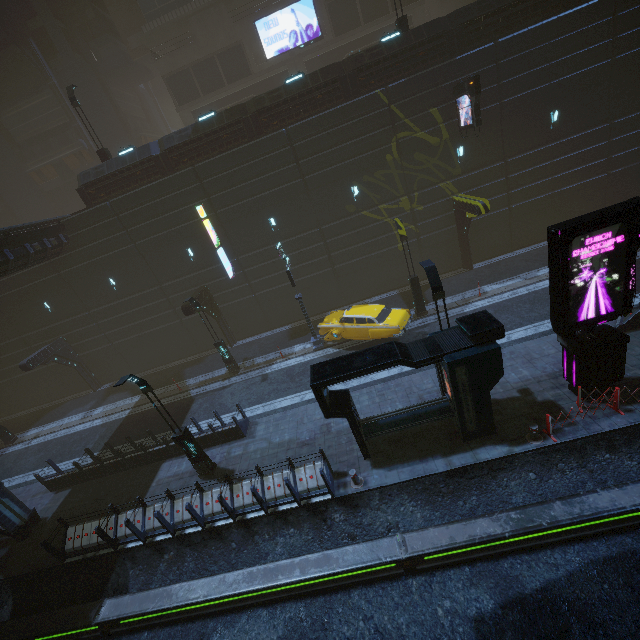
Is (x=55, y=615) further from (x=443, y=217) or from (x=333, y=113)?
(x=443, y=217)

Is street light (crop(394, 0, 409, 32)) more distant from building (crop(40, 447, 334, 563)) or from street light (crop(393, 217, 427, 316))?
street light (crop(393, 217, 427, 316))

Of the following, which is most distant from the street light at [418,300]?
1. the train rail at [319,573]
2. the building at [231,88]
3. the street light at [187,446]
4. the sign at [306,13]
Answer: the sign at [306,13]

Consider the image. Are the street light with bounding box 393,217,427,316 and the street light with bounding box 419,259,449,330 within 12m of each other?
yes

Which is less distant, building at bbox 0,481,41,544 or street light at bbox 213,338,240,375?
building at bbox 0,481,41,544

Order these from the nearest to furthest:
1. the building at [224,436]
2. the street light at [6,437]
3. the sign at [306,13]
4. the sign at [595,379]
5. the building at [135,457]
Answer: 1. the sign at [595,379]
2. the building at [224,436]
3. the building at [135,457]
4. the street light at [6,437]
5. the sign at [306,13]

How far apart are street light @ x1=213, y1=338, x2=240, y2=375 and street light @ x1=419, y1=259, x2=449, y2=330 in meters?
12.3 m

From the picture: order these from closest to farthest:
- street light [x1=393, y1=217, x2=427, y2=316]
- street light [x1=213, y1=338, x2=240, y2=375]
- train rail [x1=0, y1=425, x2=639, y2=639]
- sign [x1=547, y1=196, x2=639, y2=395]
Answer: train rail [x1=0, y1=425, x2=639, y2=639], sign [x1=547, y1=196, x2=639, y2=395], street light [x1=393, y1=217, x2=427, y2=316], street light [x1=213, y1=338, x2=240, y2=375]
